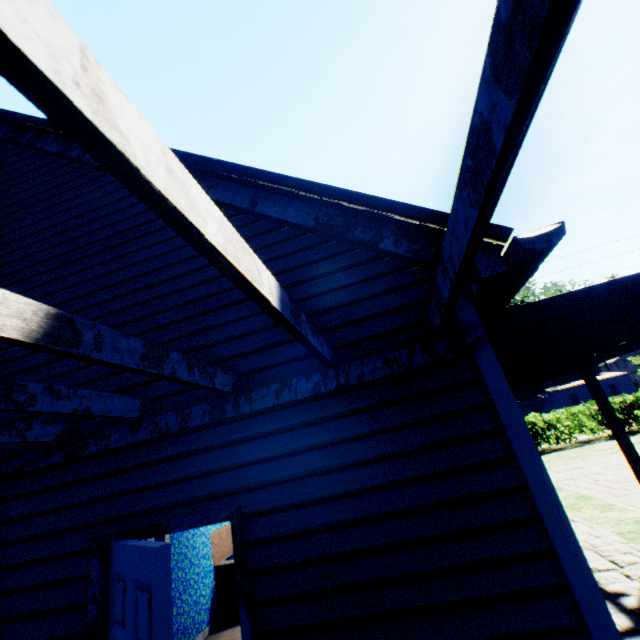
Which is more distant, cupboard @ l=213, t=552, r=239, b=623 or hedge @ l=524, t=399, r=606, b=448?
hedge @ l=524, t=399, r=606, b=448

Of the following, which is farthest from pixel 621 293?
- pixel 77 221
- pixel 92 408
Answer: pixel 77 221

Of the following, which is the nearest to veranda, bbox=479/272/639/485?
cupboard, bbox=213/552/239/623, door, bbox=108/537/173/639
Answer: door, bbox=108/537/173/639

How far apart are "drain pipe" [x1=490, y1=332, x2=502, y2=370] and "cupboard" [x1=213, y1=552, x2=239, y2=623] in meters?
5.7 m

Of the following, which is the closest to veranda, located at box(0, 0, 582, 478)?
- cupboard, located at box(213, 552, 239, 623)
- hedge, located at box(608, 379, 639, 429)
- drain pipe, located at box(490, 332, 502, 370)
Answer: drain pipe, located at box(490, 332, 502, 370)

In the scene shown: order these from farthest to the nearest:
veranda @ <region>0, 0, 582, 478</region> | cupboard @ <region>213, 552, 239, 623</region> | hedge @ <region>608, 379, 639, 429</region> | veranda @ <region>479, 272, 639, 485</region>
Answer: hedge @ <region>608, 379, 639, 429</region> < cupboard @ <region>213, 552, 239, 623</region> < veranda @ <region>479, 272, 639, 485</region> < veranda @ <region>0, 0, 582, 478</region>

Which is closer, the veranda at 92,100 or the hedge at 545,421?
the veranda at 92,100

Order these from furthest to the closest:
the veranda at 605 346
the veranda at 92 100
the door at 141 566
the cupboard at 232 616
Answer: the cupboard at 232 616, the veranda at 605 346, the door at 141 566, the veranda at 92 100
